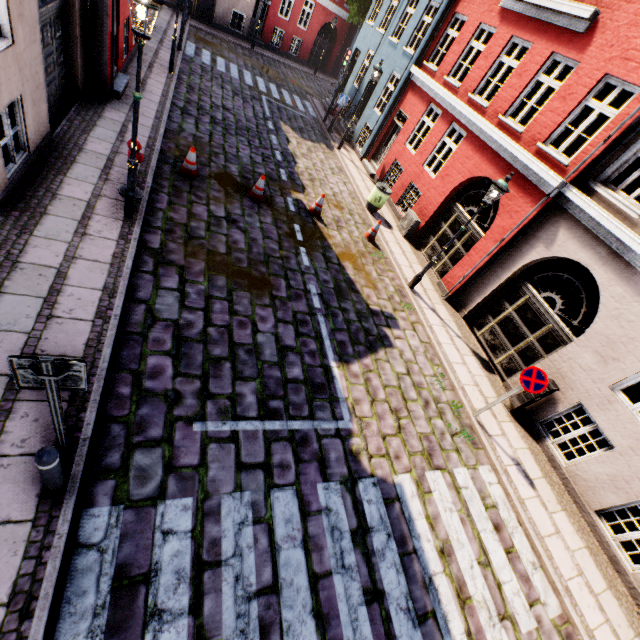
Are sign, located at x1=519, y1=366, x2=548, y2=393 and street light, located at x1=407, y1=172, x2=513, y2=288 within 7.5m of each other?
yes

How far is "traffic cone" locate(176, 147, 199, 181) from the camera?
8.49m

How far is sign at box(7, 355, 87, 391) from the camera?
2.5m

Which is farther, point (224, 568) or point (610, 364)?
point (610, 364)

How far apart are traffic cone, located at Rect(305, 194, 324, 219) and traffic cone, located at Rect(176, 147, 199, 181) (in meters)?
3.35

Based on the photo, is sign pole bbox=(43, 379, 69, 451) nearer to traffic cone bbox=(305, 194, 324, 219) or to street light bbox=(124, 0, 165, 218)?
street light bbox=(124, 0, 165, 218)

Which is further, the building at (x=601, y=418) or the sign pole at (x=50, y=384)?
the building at (x=601, y=418)

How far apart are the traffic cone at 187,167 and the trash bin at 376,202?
6.4 meters
